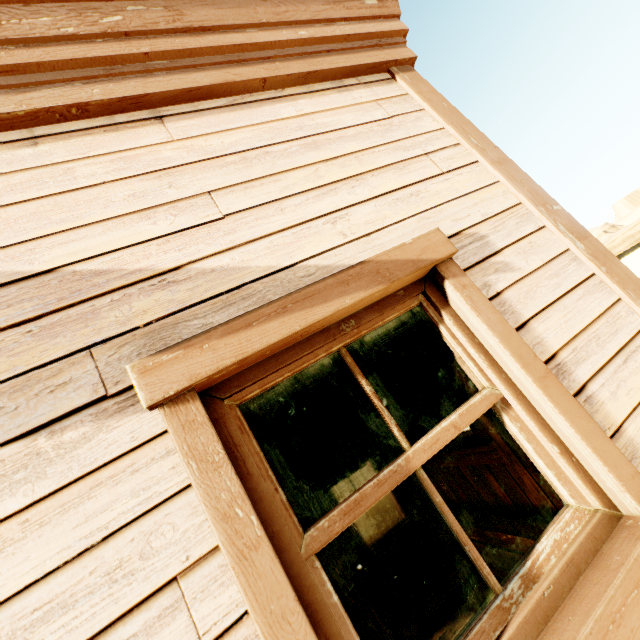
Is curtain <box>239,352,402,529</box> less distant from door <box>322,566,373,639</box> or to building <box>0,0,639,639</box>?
building <box>0,0,639,639</box>

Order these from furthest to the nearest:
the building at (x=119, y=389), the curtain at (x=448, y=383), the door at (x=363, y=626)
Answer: the door at (x=363, y=626)
the curtain at (x=448, y=383)
the building at (x=119, y=389)

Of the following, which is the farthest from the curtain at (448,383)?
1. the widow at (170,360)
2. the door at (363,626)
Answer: the door at (363,626)

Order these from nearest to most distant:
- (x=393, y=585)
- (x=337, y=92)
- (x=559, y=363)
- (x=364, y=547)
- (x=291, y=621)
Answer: (x=291, y=621) → (x=559, y=363) → (x=337, y=92) → (x=393, y=585) → (x=364, y=547)

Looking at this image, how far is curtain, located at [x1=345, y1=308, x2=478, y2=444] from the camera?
1.30m

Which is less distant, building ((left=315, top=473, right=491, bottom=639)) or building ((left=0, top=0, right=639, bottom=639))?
building ((left=0, top=0, right=639, bottom=639))

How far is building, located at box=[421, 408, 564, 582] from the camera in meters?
2.4
